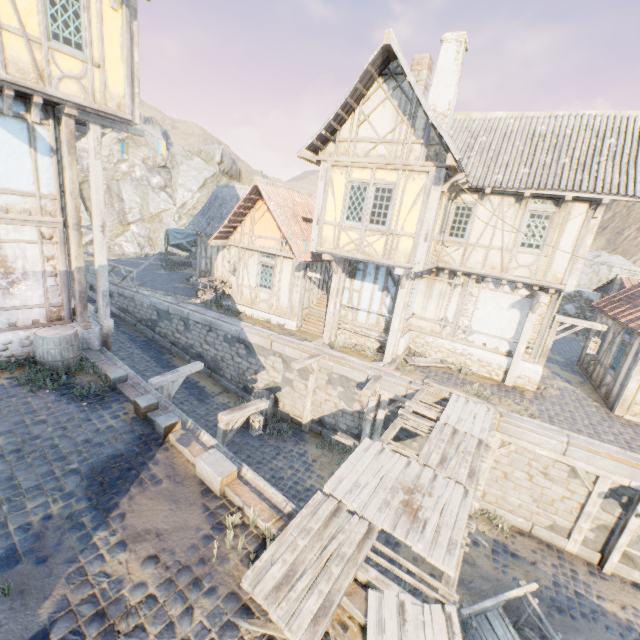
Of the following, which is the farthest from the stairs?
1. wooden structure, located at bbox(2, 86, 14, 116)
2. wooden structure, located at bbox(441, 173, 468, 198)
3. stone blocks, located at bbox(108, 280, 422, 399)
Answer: wooden structure, located at bbox(2, 86, 14, 116)

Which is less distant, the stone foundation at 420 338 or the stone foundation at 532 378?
the stone foundation at 532 378

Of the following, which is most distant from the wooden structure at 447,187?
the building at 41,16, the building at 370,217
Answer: the building at 41,16

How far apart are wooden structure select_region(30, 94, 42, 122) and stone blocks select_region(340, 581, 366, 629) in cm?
1182

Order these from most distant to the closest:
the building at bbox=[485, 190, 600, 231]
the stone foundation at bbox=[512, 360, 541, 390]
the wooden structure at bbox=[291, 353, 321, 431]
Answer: the stone foundation at bbox=[512, 360, 541, 390]
the wooden structure at bbox=[291, 353, 321, 431]
the building at bbox=[485, 190, 600, 231]

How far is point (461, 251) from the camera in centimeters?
1230cm

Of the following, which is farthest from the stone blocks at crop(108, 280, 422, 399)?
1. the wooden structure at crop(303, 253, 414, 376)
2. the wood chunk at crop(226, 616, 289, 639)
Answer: the wood chunk at crop(226, 616, 289, 639)

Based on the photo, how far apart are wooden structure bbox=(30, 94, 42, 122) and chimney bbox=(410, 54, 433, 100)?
9.8 meters
